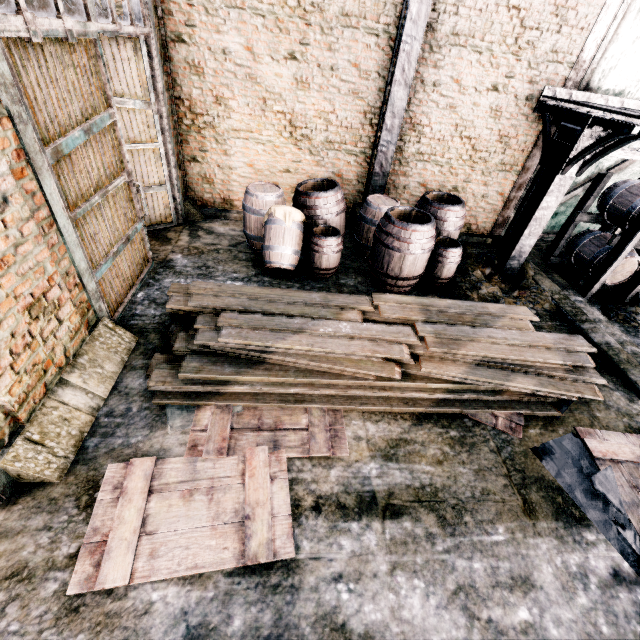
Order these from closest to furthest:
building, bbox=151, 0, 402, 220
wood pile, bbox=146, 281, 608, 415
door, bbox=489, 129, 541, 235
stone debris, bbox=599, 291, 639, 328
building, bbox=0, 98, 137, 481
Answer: building, bbox=0, 98, 137, 481
wood pile, bbox=146, 281, 608, 415
building, bbox=151, 0, 402, 220
stone debris, bbox=599, 291, 639, 328
door, bbox=489, 129, 541, 235

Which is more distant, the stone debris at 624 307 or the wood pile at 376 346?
the stone debris at 624 307

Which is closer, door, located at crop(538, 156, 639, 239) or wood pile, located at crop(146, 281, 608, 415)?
wood pile, located at crop(146, 281, 608, 415)

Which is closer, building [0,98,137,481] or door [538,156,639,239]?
building [0,98,137,481]

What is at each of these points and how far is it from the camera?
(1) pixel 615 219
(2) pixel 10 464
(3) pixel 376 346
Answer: (1) wooden barrel stack, 7.02m
(2) building, 3.13m
(3) wood pile, 4.68m

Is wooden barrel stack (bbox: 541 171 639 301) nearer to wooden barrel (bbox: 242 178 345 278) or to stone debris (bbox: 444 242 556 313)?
stone debris (bbox: 444 242 556 313)

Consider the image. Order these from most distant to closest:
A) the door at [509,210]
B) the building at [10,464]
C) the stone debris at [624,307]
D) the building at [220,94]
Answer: the door at [509,210], the stone debris at [624,307], the building at [220,94], the building at [10,464]

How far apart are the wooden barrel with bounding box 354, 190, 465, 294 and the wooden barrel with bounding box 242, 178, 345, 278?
0.58m
